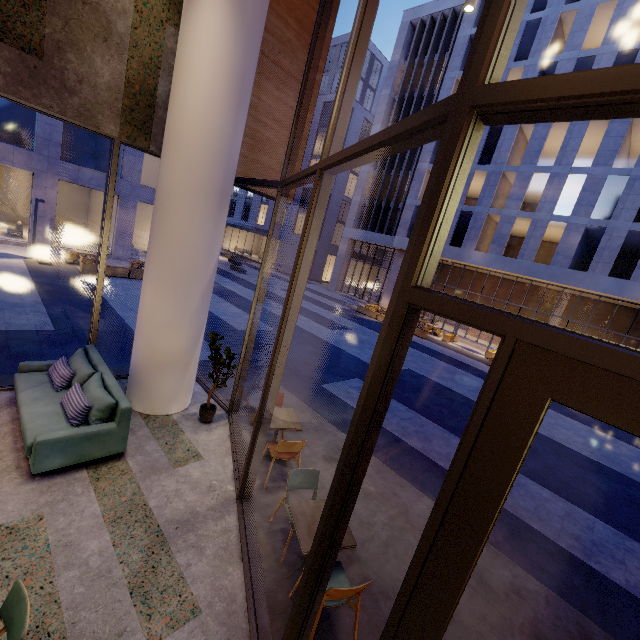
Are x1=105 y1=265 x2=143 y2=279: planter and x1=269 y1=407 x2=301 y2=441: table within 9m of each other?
no

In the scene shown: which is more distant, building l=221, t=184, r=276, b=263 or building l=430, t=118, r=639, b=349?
building l=221, t=184, r=276, b=263

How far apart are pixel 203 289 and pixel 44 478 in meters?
3.4

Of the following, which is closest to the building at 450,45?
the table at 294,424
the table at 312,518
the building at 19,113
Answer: the building at 19,113

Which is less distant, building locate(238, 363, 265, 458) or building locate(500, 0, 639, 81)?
building locate(238, 363, 265, 458)

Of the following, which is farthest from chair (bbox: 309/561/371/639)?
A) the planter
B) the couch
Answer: the planter

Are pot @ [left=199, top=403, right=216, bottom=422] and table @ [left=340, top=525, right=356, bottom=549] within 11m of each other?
yes

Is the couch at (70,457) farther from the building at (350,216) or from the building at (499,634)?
the building at (350,216)
